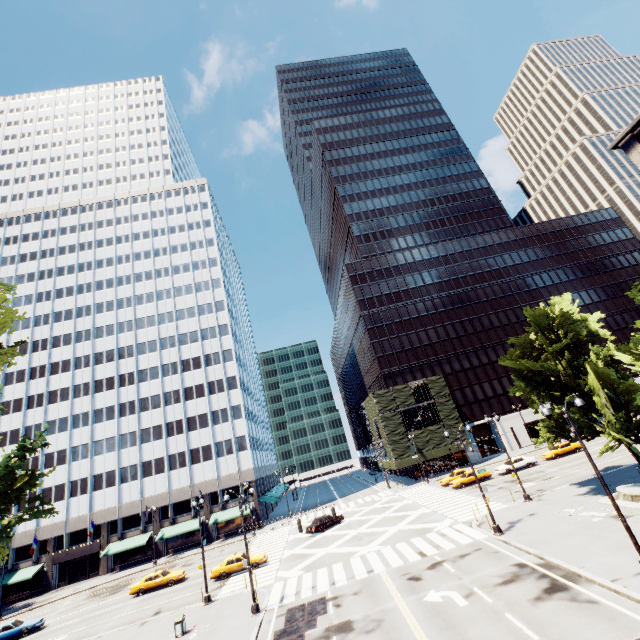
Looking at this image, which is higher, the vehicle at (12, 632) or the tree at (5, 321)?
the tree at (5, 321)

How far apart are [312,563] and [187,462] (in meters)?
35.24

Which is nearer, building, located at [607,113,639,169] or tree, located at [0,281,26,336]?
tree, located at [0,281,26,336]

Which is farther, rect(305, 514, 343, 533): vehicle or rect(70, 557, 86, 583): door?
rect(70, 557, 86, 583): door

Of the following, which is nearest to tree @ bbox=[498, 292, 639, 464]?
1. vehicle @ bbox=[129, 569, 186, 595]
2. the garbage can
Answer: the garbage can

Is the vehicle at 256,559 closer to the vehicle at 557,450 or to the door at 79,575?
the door at 79,575

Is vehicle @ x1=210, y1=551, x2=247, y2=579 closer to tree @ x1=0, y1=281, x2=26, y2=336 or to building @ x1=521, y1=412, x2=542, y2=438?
tree @ x1=0, y1=281, x2=26, y2=336

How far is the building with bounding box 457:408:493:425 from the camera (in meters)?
58.97
